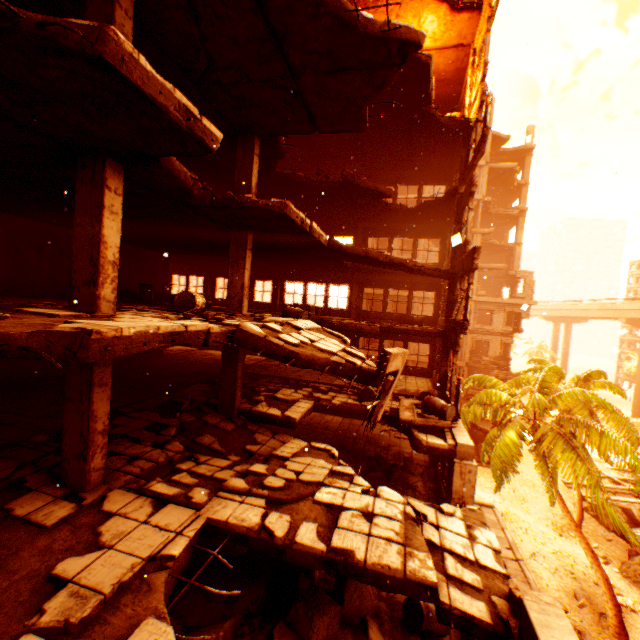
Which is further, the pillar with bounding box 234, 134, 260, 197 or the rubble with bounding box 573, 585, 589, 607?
the rubble with bounding box 573, 585, 589, 607

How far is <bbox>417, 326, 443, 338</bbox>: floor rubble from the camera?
13.65m

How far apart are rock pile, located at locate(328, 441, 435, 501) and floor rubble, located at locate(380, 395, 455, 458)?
0.9 meters

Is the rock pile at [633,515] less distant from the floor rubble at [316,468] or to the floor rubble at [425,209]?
the floor rubble at [316,468]

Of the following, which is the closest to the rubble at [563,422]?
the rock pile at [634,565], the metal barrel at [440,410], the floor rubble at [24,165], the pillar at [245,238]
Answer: the rock pile at [634,565]

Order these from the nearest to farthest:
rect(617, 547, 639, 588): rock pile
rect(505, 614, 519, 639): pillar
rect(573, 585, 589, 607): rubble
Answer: rect(505, 614, 519, 639): pillar
rect(573, 585, 589, 607): rubble
rect(617, 547, 639, 588): rock pile

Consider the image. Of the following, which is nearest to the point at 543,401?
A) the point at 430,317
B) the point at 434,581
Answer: the point at 430,317

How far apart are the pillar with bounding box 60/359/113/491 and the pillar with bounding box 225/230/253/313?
4.6m
